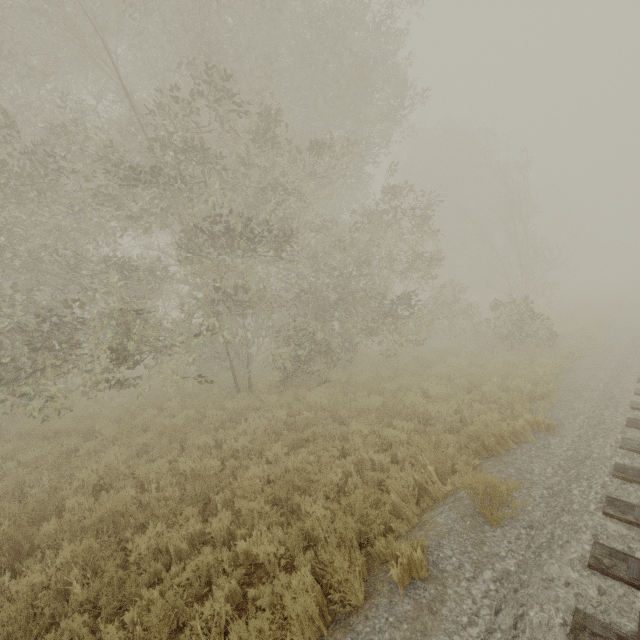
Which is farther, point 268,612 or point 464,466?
point 464,466
